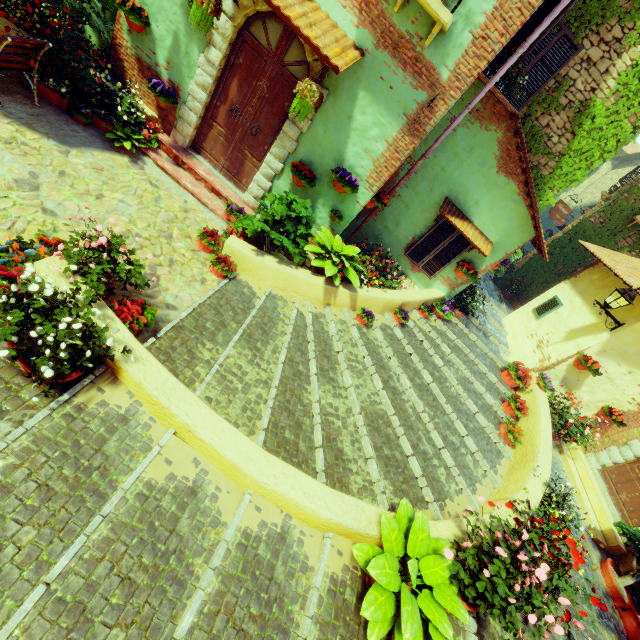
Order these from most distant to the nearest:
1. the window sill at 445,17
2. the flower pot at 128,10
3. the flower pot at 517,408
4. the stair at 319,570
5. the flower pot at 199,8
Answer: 1. the flower pot at 517,408
2. the flower pot at 128,10
3. the flower pot at 199,8
4. the window sill at 445,17
5. the stair at 319,570

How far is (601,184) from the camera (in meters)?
22.70

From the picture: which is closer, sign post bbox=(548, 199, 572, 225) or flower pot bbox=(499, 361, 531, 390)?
flower pot bbox=(499, 361, 531, 390)

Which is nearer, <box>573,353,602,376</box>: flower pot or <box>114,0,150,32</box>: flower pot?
<box>114,0,150,32</box>: flower pot

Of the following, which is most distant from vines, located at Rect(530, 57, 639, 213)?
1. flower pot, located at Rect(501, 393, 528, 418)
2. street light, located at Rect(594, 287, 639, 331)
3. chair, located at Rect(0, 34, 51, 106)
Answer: chair, located at Rect(0, 34, 51, 106)

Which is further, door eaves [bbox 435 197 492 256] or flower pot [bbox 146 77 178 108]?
door eaves [bbox 435 197 492 256]

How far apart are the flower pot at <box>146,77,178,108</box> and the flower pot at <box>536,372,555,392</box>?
9.3 meters

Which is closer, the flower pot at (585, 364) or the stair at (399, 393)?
the stair at (399, 393)
